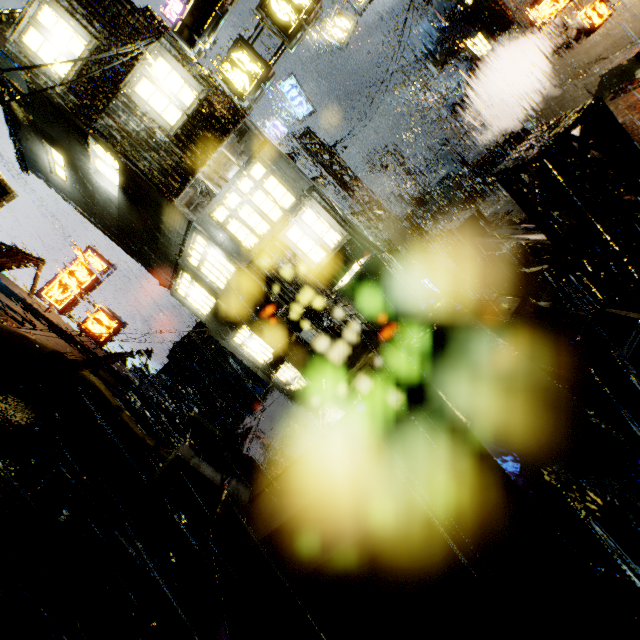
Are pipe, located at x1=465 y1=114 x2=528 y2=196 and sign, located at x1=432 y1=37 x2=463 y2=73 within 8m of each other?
yes

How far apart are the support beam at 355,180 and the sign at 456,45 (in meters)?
6.95

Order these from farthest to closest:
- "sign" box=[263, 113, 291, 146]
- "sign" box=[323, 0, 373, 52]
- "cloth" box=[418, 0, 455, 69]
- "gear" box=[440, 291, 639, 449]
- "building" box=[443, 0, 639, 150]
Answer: "sign" box=[263, 113, 291, 146] < "sign" box=[323, 0, 373, 52] < "cloth" box=[418, 0, 455, 69] < "building" box=[443, 0, 639, 150] < "gear" box=[440, 291, 639, 449]

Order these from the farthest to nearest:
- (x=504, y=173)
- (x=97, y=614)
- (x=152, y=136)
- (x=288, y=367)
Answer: (x=288, y=367)
(x=152, y=136)
(x=97, y=614)
(x=504, y=173)

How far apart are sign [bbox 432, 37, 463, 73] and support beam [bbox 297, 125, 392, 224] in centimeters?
695cm

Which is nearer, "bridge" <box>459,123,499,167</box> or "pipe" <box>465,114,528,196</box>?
"pipe" <box>465,114,528,196</box>

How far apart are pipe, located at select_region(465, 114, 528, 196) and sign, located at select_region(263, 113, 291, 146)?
9.7 meters

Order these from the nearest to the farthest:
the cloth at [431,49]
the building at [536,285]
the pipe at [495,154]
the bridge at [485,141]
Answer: the building at [536,285]
the cloth at [431,49]
the pipe at [495,154]
the bridge at [485,141]
